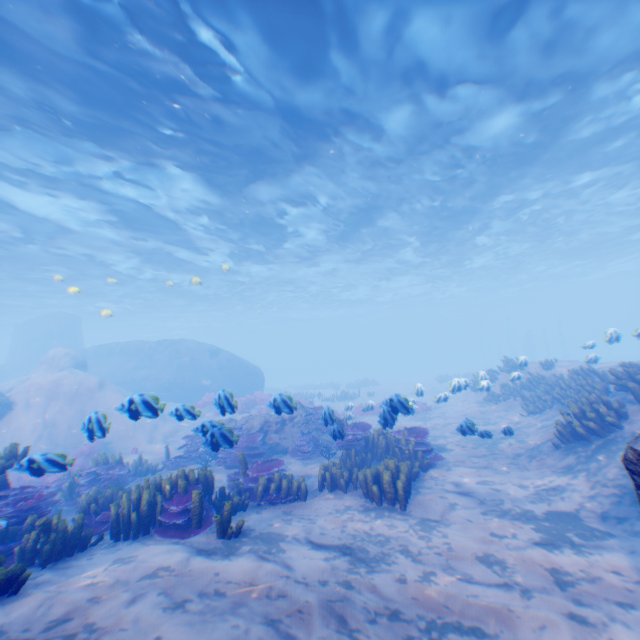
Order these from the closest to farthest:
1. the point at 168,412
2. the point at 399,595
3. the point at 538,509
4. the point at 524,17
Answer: the point at 399,595 → the point at 538,509 → the point at 524,17 → the point at 168,412

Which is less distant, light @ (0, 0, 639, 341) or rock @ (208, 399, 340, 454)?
rock @ (208, 399, 340, 454)

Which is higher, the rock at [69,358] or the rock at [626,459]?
the rock at [69,358]

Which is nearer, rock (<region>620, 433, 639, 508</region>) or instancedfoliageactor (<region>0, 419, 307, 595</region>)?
rock (<region>620, 433, 639, 508</region>)

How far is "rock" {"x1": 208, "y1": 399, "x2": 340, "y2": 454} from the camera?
6.9 meters

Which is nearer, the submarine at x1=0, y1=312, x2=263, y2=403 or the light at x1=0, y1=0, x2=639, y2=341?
the light at x1=0, y1=0, x2=639, y2=341

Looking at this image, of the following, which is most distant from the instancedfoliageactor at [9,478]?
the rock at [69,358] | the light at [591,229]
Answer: the light at [591,229]

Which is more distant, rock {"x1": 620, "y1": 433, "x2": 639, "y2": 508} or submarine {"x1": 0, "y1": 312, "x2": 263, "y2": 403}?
submarine {"x1": 0, "y1": 312, "x2": 263, "y2": 403}
